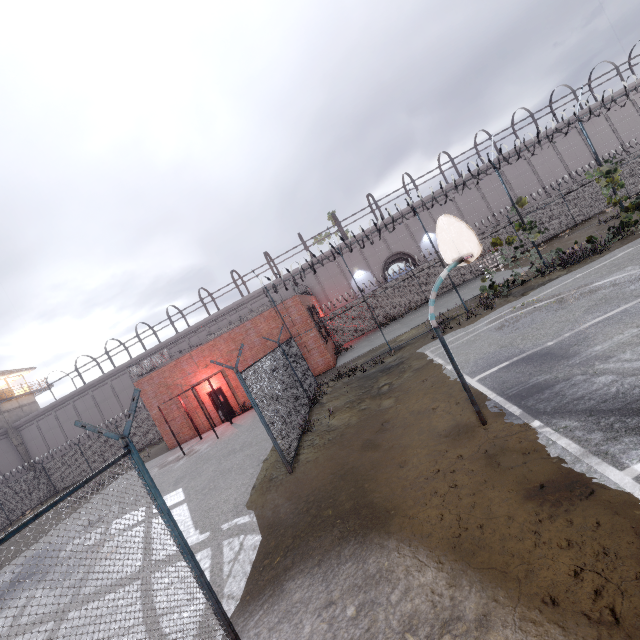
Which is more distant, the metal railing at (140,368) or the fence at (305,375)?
the metal railing at (140,368)

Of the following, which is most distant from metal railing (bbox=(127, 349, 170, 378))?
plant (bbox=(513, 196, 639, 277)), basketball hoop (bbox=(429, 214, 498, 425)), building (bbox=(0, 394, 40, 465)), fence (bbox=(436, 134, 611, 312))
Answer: building (bbox=(0, 394, 40, 465))

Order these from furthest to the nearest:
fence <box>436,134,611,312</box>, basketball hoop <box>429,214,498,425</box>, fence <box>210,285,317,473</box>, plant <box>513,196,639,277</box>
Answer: fence <box>436,134,611,312</box>
plant <box>513,196,639,277</box>
fence <box>210,285,317,473</box>
basketball hoop <box>429,214,498,425</box>

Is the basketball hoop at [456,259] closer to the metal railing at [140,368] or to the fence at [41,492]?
the fence at [41,492]

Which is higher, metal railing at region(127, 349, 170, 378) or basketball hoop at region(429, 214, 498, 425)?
metal railing at region(127, 349, 170, 378)

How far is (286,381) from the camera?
11.38m

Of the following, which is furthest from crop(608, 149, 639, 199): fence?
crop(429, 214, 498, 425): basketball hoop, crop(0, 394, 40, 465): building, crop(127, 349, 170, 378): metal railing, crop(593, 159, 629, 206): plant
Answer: crop(0, 394, 40, 465): building

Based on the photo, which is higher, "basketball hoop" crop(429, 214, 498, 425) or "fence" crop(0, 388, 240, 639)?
"basketball hoop" crop(429, 214, 498, 425)
